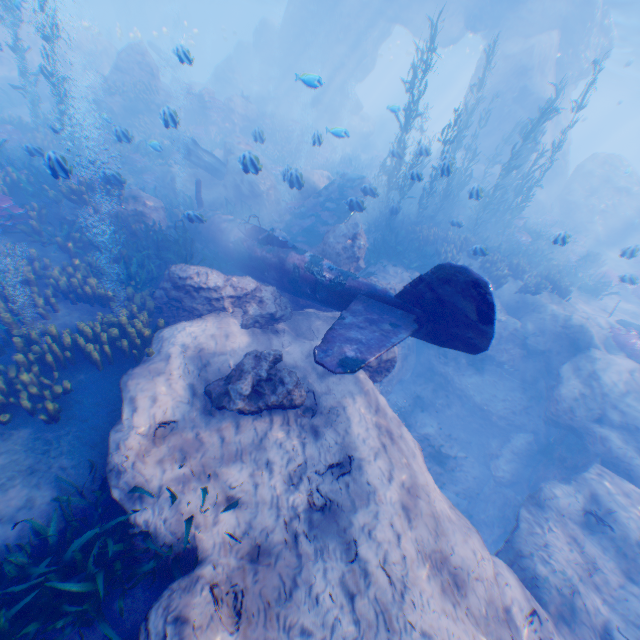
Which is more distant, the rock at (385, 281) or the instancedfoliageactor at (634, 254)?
the instancedfoliageactor at (634, 254)

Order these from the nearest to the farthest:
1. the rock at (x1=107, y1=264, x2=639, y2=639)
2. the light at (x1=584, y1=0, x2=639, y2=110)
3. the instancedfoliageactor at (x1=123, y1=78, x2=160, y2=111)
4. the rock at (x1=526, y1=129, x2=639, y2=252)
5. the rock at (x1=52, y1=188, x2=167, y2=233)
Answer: the rock at (x1=107, y1=264, x2=639, y2=639), the rock at (x1=52, y1=188, x2=167, y2=233), the instancedfoliageactor at (x1=123, y1=78, x2=160, y2=111), the light at (x1=584, y1=0, x2=639, y2=110), the rock at (x1=526, y1=129, x2=639, y2=252)

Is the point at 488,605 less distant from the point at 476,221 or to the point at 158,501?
the point at 158,501

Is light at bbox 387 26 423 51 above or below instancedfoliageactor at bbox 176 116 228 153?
above

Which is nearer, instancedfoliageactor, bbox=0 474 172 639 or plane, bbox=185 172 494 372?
instancedfoliageactor, bbox=0 474 172 639

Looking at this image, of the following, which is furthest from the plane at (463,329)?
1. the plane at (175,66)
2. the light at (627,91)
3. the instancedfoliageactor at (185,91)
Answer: the plane at (175,66)

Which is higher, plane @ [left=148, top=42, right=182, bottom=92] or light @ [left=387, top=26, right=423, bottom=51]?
light @ [left=387, top=26, right=423, bottom=51]

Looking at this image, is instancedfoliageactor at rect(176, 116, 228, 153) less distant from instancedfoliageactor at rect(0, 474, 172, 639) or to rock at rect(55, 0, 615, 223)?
rock at rect(55, 0, 615, 223)
